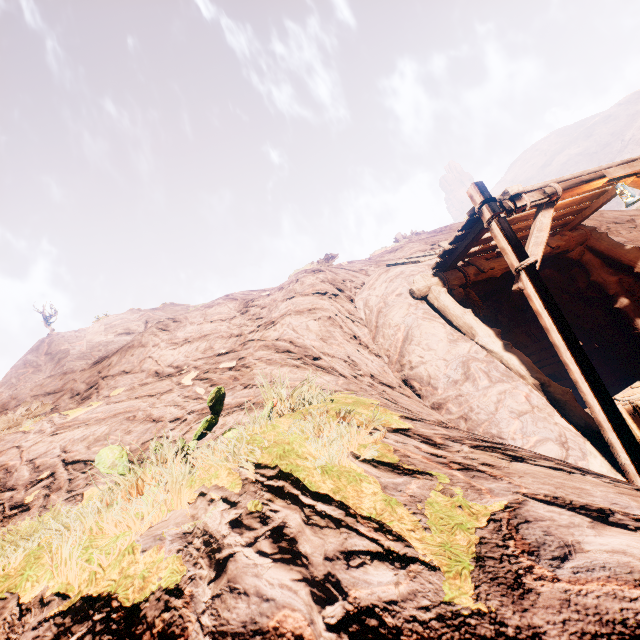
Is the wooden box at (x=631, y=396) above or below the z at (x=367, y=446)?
below

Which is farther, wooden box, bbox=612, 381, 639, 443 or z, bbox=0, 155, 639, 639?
wooden box, bbox=612, 381, 639, 443

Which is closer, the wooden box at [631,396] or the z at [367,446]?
the z at [367,446]

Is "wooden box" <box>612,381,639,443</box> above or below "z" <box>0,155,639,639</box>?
below

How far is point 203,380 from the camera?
5.9 meters
